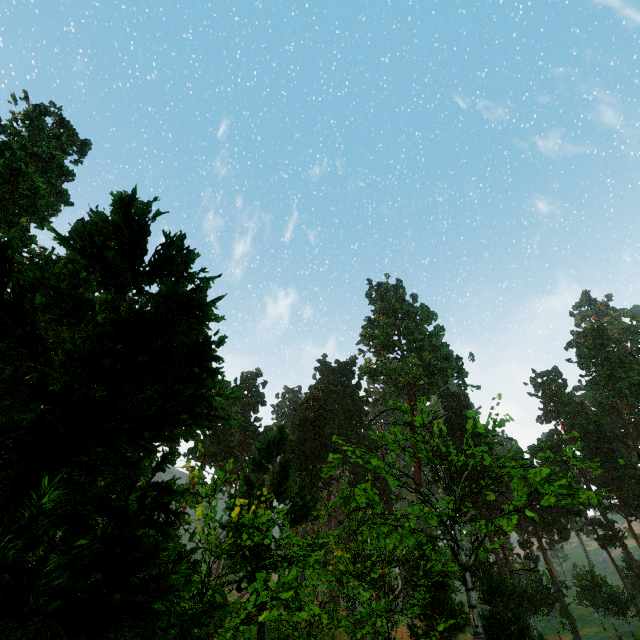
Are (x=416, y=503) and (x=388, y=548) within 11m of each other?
yes
